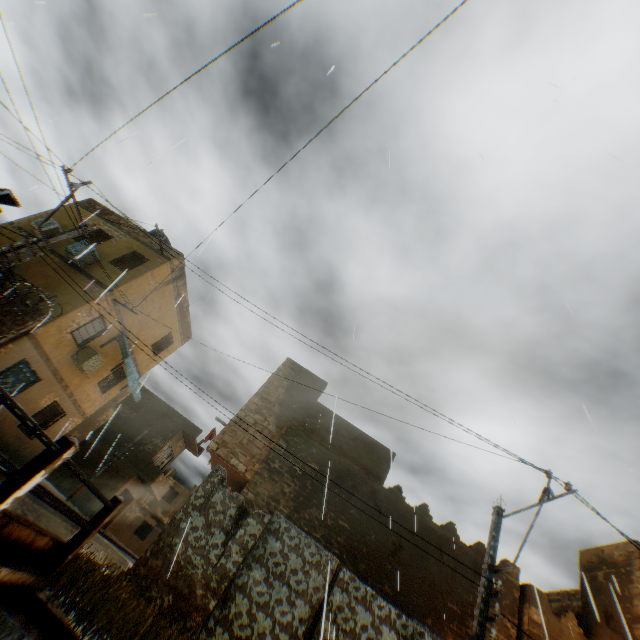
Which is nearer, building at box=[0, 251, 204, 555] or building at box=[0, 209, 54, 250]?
building at box=[0, 251, 204, 555]

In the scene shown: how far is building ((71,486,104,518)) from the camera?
24.52m

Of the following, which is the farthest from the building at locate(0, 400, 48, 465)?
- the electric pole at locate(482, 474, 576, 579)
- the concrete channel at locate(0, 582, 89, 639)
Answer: the electric pole at locate(482, 474, 576, 579)

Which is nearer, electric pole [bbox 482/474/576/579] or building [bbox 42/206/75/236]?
electric pole [bbox 482/474/576/579]

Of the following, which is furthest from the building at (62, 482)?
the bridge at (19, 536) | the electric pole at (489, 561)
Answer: the electric pole at (489, 561)

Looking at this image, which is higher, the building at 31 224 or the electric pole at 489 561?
the building at 31 224

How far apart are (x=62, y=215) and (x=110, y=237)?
2.8m
